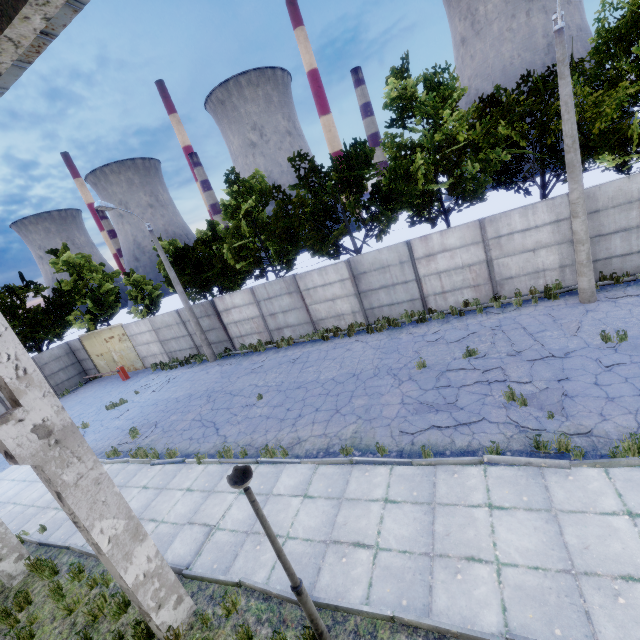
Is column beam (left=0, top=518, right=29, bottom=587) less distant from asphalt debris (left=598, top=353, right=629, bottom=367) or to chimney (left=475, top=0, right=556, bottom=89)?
asphalt debris (left=598, top=353, right=629, bottom=367)

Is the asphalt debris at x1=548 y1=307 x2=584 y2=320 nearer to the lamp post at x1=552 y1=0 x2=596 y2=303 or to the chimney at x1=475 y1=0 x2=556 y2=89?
the lamp post at x1=552 y1=0 x2=596 y2=303

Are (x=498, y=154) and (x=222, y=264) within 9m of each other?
no

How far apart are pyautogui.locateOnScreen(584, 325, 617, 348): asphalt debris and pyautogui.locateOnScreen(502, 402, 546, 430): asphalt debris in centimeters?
348cm

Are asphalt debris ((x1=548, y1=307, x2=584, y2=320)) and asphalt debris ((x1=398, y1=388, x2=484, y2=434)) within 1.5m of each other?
no

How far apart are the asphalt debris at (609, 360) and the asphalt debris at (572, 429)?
2.3m

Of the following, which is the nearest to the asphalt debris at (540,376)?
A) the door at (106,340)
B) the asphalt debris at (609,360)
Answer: the asphalt debris at (609,360)

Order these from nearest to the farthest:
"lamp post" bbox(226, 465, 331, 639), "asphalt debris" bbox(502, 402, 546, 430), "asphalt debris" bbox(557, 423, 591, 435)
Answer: "lamp post" bbox(226, 465, 331, 639) → "asphalt debris" bbox(557, 423, 591, 435) → "asphalt debris" bbox(502, 402, 546, 430)
